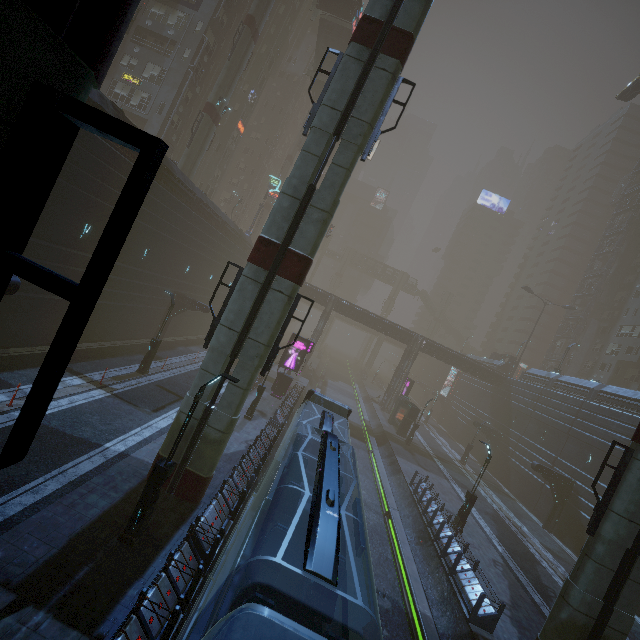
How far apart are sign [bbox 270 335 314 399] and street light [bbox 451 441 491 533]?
14.8 meters

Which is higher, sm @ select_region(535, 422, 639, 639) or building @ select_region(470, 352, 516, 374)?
building @ select_region(470, 352, 516, 374)

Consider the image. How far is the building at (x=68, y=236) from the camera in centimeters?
1561cm

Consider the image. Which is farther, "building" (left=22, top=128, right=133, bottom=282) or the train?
"building" (left=22, top=128, right=133, bottom=282)

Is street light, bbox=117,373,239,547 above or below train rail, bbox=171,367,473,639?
above

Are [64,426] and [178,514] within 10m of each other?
yes

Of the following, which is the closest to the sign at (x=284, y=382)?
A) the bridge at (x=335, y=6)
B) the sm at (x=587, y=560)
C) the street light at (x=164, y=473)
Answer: the street light at (x=164, y=473)

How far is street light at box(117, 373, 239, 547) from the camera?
9.3m
